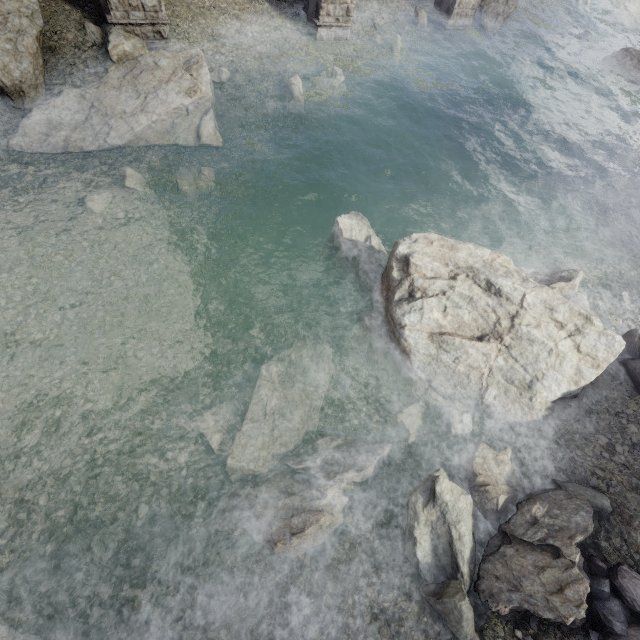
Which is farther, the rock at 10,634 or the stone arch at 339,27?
the stone arch at 339,27

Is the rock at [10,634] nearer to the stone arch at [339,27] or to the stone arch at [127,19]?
the stone arch at [127,19]

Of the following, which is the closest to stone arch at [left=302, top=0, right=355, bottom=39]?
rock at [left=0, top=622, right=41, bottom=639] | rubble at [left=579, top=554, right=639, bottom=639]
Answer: rubble at [left=579, top=554, right=639, bottom=639]

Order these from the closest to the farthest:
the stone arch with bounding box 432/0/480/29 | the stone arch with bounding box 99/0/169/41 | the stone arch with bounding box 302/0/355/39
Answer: the stone arch with bounding box 99/0/169/41, the stone arch with bounding box 302/0/355/39, the stone arch with bounding box 432/0/480/29

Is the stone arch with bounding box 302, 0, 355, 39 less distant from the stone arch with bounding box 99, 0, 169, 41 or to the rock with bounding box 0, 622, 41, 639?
the stone arch with bounding box 99, 0, 169, 41

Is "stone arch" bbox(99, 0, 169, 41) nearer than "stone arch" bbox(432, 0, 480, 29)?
Yes

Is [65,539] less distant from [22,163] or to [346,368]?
[346,368]
